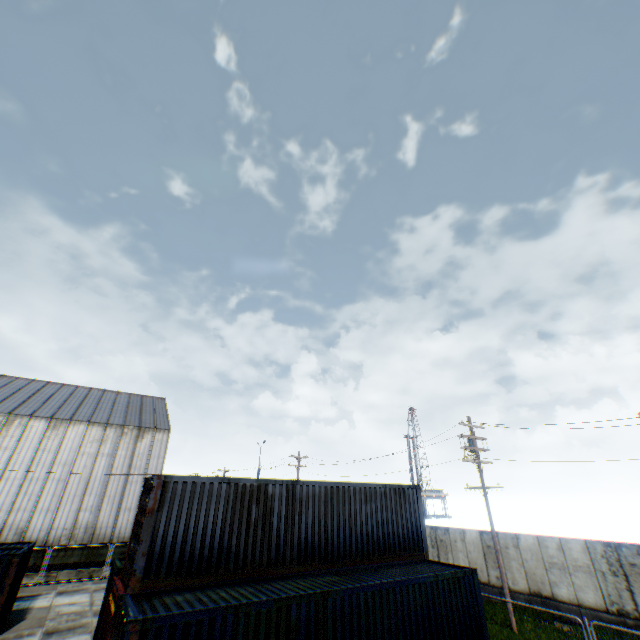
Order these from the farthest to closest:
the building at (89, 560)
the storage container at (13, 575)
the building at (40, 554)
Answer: the building at (89, 560), the building at (40, 554), the storage container at (13, 575)

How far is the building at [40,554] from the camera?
23.2 meters

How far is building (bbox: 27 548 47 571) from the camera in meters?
23.2

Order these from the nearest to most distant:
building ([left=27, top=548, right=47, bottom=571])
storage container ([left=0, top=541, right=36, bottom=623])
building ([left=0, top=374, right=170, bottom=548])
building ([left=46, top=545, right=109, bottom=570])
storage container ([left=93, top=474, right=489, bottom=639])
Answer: storage container ([left=93, top=474, right=489, bottom=639])
storage container ([left=0, top=541, right=36, bottom=623])
building ([left=27, top=548, right=47, bottom=571])
building ([left=46, top=545, right=109, bottom=570])
building ([left=0, top=374, right=170, bottom=548])

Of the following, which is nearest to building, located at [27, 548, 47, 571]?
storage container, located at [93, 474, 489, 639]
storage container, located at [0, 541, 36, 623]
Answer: storage container, located at [0, 541, 36, 623]

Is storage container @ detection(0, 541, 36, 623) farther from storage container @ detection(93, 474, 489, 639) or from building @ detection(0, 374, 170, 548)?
storage container @ detection(93, 474, 489, 639)

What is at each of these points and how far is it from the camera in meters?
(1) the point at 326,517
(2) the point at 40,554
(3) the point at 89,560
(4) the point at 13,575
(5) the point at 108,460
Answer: (1) storage container, 12.9 m
(2) building, 23.7 m
(3) building, 24.9 m
(4) storage container, 14.4 m
(5) building, 29.2 m
